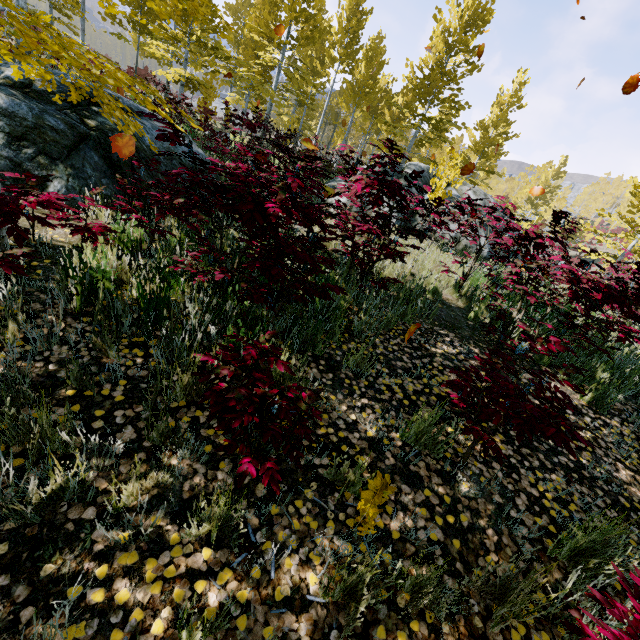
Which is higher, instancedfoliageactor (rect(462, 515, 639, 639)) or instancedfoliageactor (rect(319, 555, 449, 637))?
instancedfoliageactor (rect(462, 515, 639, 639))

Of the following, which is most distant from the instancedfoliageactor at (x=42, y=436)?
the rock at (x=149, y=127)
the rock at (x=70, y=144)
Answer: the rock at (x=149, y=127)

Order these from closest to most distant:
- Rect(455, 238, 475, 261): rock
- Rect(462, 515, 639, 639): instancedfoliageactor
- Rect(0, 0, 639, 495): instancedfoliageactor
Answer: Rect(462, 515, 639, 639): instancedfoliageactor → Rect(0, 0, 639, 495): instancedfoliageactor → Rect(455, 238, 475, 261): rock

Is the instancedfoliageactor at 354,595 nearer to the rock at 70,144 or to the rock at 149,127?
the rock at 70,144

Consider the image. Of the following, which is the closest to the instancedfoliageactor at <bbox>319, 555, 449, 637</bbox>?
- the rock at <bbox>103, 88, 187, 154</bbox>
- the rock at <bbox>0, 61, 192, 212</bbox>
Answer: the rock at <bbox>0, 61, 192, 212</bbox>

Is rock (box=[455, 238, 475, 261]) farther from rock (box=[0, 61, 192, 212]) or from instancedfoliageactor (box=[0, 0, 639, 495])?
rock (box=[0, 61, 192, 212])

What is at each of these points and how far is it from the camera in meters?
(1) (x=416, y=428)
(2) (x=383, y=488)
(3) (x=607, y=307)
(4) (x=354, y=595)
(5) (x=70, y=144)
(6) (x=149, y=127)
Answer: (1) instancedfoliageactor, 2.5
(2) instancedfoliageactor, 1.8
(3) instancedfoliageactor, 4.7
(4) instancedfoliageactor, 1.6
(5) rock, 4.1
(6) rock, 5.1

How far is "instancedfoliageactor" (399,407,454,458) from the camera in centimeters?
243cm
